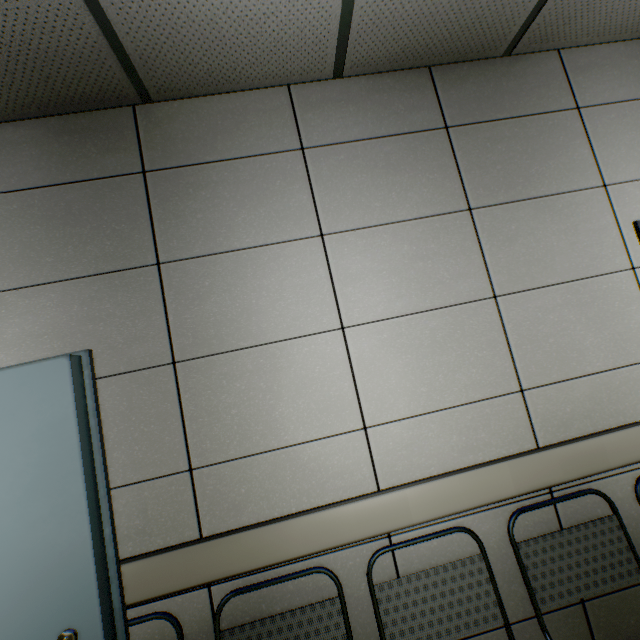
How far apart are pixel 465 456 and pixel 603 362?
0.9m

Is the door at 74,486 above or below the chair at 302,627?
above

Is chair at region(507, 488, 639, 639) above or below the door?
below
